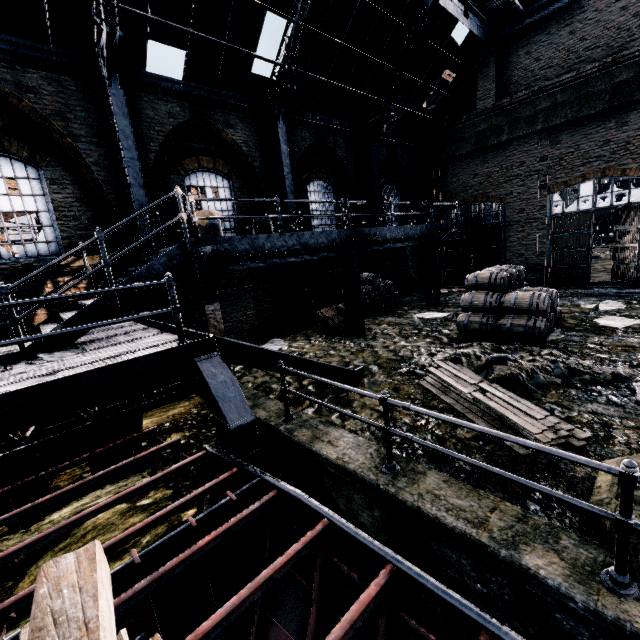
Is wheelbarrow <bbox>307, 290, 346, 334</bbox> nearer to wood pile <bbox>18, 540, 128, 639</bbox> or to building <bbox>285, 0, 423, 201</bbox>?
building <bbox>285, 0, 423, 201</bbox>

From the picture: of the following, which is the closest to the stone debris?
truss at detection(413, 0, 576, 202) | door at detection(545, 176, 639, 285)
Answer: door at detection(545, 176, 639, 285)

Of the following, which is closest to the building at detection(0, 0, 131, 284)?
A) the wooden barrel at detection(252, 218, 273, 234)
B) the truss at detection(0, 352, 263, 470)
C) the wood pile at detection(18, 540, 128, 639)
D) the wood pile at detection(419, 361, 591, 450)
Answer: the wooden barrel at detection(252, 218, 273, 234)

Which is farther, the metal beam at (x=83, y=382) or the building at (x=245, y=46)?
the building at (x=245, y=46)

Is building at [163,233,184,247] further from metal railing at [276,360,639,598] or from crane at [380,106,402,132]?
crane at [380,106,402,132]

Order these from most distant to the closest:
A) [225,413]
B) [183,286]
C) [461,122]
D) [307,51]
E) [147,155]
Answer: [461,122] < [307,51] < [183,286] < [147,155] < [225,413]

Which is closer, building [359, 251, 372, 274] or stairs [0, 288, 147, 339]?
stairs [0, 288, 147, 339]

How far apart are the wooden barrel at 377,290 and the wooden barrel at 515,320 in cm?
522
